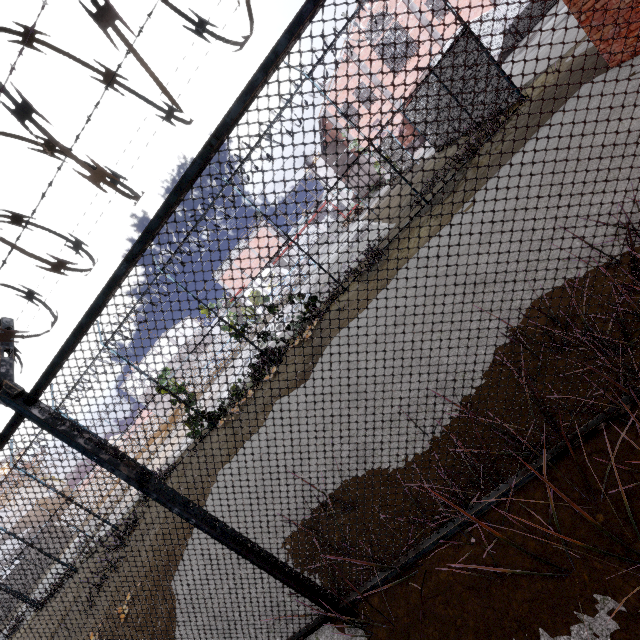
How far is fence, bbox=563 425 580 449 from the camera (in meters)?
2.00

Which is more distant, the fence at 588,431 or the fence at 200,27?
the fence at 588,431

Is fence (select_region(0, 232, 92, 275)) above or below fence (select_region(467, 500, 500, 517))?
above

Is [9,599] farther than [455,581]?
Yes

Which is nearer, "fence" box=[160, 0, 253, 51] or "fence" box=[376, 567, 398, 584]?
"fence" box=[160, 0, 253, 51]

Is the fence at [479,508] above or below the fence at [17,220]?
below
